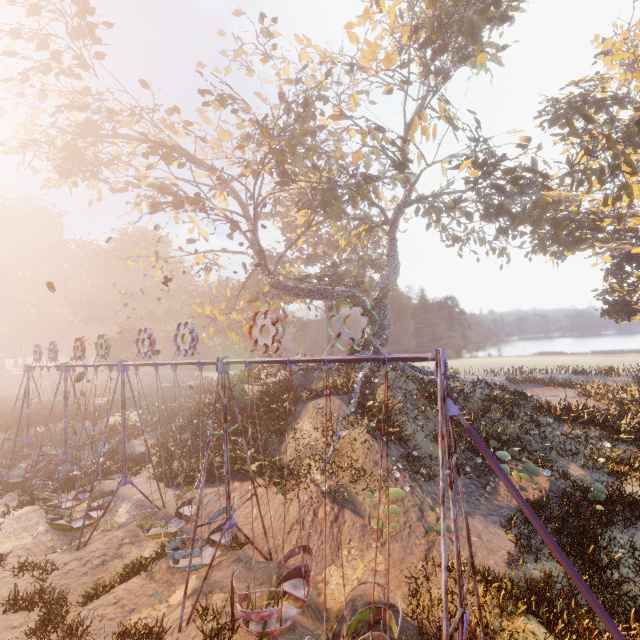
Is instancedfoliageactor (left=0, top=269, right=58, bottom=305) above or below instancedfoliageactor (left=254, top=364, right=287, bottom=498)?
above

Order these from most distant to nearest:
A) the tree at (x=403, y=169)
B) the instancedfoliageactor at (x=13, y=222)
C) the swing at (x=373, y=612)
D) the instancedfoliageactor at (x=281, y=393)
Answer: the instancedfoliageactor at (x=13, y=222) < the tree at (x=403, y=169) < the instancedfoliageactor at (x=281, y=393) < the swing at (x=373, y=612)

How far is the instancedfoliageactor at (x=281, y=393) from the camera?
14.2 meters

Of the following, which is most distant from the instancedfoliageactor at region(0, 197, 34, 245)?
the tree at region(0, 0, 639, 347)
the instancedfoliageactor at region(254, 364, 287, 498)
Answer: the instancedfoliageactor at region(254, 364, 287, 498)

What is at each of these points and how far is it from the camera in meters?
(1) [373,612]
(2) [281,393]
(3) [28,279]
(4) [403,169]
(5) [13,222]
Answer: (1) swing, 6.8 m
(2) instancedfoliageactor, 19.5 m
(3) instancedfoliageactor, 58.3 m
(4) tree, 19.1 m
(5) instancedfoliageactor, 59.2 m

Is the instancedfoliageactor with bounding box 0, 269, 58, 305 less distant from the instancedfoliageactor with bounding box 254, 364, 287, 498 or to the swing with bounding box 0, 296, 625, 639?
the swing with bounding box 0, 296, 625, 639

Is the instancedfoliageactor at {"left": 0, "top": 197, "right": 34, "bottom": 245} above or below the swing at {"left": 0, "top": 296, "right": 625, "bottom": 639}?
above

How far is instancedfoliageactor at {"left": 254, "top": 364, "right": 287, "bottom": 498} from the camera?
14.2 meters
